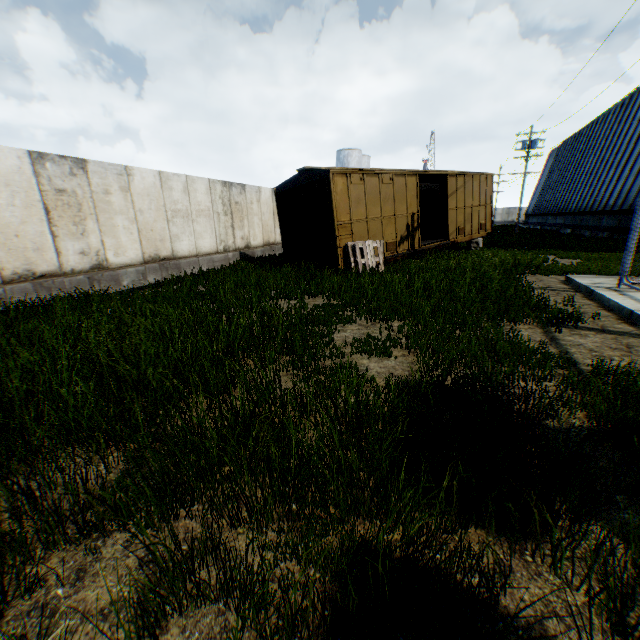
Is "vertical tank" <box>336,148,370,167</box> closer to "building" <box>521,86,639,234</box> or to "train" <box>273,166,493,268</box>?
"building" <box>521,86,639,234</box>

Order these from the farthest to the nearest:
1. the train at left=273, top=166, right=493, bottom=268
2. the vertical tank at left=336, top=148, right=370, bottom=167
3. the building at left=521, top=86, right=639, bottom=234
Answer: the vertical tank at left=336, top=148, right=370, bottom=167 → the building at left=521, top=86, right=639, bottom=234 → the train at left=273, top=166, right=493, bottom=268

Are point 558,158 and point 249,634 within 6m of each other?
no

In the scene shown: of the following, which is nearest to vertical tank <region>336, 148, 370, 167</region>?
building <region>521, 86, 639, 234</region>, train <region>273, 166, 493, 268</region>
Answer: building <region>521, 86, 639, 234</region>

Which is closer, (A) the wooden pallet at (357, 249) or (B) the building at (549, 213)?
(A) the wooden pallet at (357, 249)

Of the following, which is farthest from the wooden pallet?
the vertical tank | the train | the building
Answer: the vertical tank

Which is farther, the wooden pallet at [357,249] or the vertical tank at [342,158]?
the vertical tank at [342,158]
